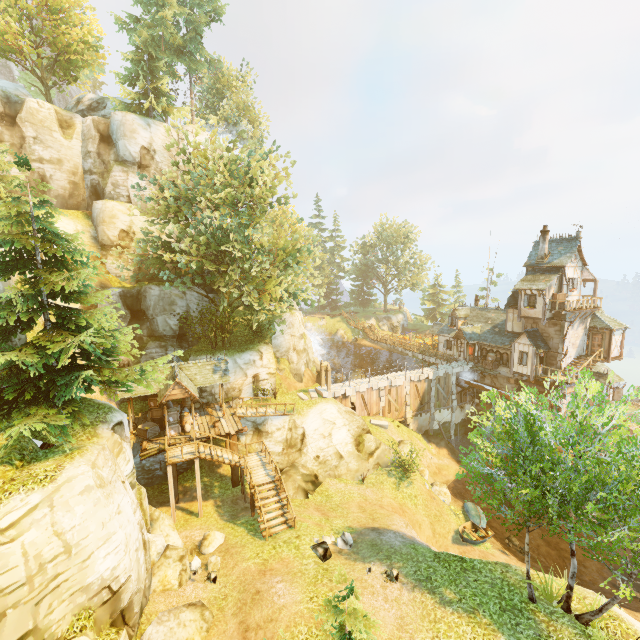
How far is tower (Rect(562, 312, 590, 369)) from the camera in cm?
2988

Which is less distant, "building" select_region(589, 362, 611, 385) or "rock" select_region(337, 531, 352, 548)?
"rock" select_region(337, 531, 352, 548)

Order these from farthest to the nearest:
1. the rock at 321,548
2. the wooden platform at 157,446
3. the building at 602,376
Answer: the building at 602,376
the wooden platform at 157,446
the rock at 321,548

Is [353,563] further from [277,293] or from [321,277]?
[321,277]

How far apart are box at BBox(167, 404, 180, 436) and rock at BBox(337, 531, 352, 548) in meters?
12.4 m

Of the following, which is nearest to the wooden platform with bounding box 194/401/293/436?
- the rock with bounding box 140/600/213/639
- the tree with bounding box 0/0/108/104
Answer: the tree with bounding box 0/0/108/104

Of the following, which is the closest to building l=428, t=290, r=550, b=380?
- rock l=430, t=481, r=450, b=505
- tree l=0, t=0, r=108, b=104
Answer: tree l=0, t=0, r=108, b=104

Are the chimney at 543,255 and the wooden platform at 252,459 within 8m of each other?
no
